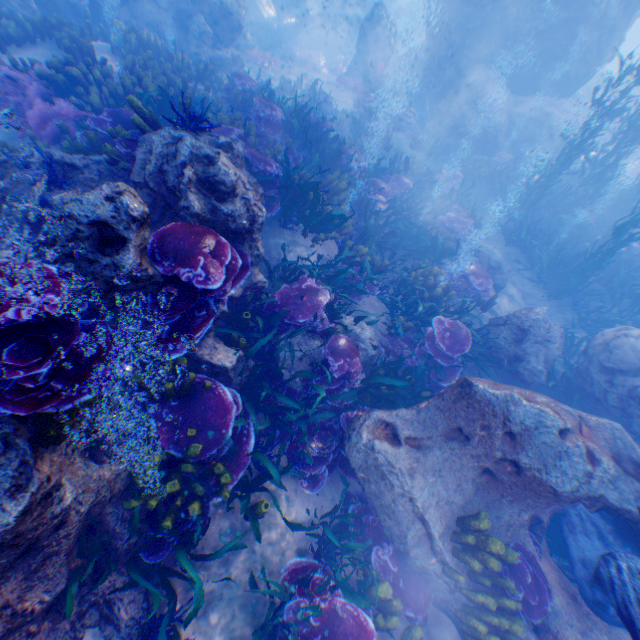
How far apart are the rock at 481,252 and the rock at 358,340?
5.41m

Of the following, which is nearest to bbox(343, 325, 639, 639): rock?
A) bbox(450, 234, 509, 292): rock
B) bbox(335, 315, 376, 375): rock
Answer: bbox(335, 315, 376, 375): rock

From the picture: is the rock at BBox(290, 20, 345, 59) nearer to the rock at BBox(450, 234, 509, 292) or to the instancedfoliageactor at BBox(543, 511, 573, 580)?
the instancedfoliageactor at BBox(543, 511, 573, 580)

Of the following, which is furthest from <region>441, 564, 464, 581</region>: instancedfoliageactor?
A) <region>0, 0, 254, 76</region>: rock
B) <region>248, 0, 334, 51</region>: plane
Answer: <region>248, 0, 334, 51</region>: plane

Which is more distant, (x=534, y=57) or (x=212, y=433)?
(x=534, y=57)

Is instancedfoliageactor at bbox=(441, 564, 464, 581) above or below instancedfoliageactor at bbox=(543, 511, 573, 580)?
above

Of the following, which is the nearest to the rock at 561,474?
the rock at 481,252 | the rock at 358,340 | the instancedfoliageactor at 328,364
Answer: the instancedfoliageactor at 328,364

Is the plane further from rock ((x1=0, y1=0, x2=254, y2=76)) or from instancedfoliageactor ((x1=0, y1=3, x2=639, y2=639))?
instancedfoliageactor ((x1=0, y1=3, x2=639, y2=639))
